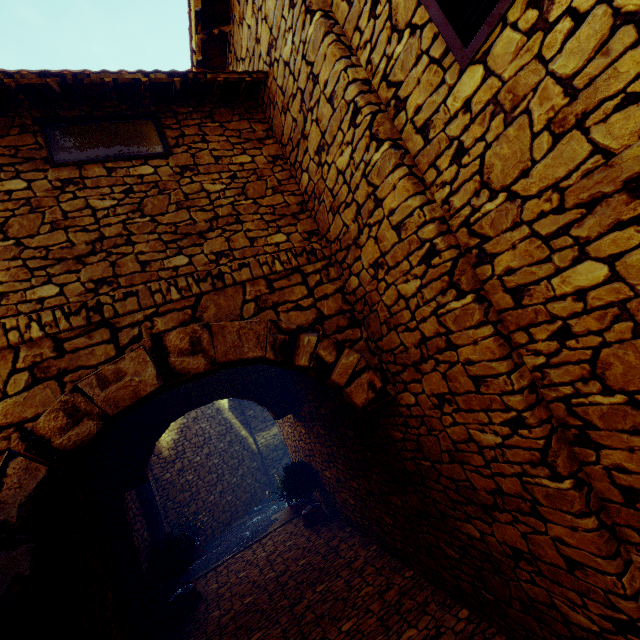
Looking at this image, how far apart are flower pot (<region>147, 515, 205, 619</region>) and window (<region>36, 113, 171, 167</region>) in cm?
620

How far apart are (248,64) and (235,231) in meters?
2.2

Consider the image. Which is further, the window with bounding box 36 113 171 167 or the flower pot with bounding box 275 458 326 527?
the flower pot with bounding box 275 458 326 527

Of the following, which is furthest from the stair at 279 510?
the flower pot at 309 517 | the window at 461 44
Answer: the window at 461 44

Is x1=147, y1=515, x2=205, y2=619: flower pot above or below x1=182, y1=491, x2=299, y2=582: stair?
above

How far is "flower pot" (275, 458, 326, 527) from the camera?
6.8m

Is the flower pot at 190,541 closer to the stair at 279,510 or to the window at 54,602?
the stair at 279,510

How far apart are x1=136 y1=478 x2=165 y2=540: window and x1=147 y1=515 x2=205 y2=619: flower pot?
0.2 meters
